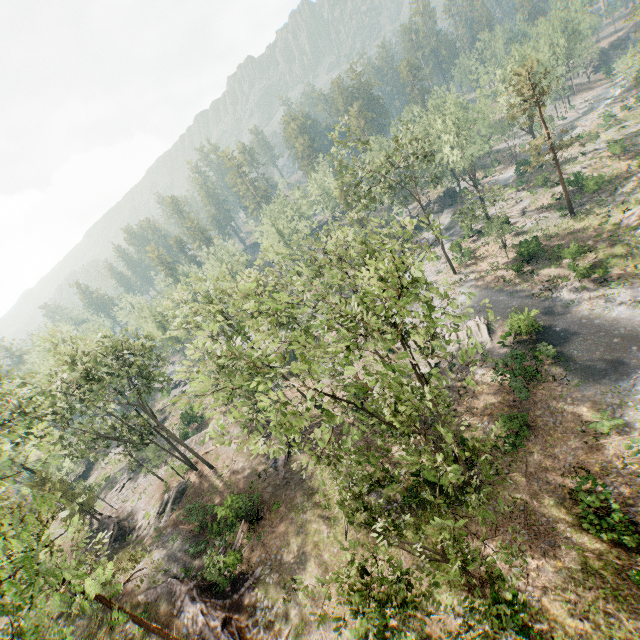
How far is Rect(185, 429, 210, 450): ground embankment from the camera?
38.97m

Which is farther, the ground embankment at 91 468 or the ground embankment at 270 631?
the ground embankment at 91 468

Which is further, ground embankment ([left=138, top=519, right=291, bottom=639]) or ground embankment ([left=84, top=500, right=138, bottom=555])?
ground embankment ([left=84, top=500, right=138, bottom=555])

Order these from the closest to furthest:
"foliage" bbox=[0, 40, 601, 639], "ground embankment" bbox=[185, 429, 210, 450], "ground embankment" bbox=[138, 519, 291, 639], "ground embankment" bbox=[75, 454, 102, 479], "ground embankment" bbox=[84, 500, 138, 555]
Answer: "foliage" bbox=[0, 40, 601, 639] → "ground embankment" bbox=[138, 519, 291, 639] → "ground embankment" bbox=[84, 500, 138, 555] → "ground embankment" bbox=[185, 429, 210, 450] → "ground embankment" bbox=[75, 454, 102, 479]

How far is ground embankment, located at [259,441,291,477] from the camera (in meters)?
28.63

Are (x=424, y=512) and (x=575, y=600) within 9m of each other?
yes

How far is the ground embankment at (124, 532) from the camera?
31.4m

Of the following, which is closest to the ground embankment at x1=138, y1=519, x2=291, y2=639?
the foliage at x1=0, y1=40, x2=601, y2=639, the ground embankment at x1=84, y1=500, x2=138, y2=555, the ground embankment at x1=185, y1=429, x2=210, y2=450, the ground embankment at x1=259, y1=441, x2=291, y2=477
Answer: the foliage at x1=0, y1=40, x2=601, y2=639
